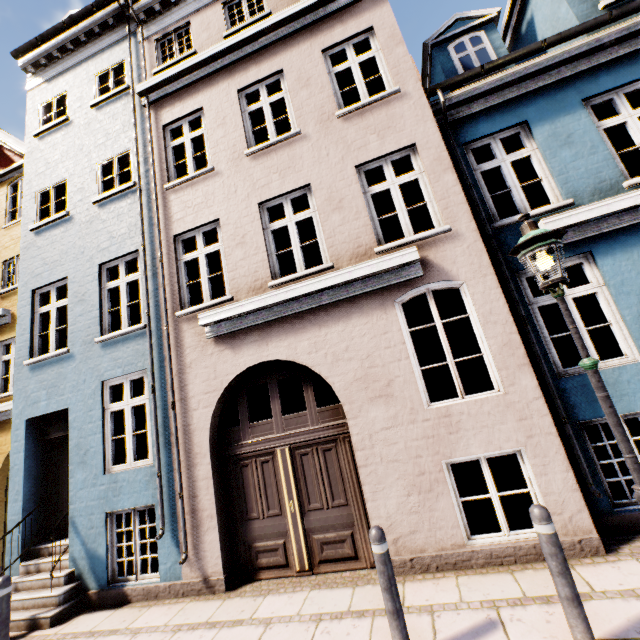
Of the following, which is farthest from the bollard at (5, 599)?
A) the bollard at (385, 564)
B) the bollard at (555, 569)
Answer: the bollard at (555, 569)

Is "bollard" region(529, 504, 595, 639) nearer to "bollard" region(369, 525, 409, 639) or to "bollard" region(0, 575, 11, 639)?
"bollard" region(369, 525, 409, 639)

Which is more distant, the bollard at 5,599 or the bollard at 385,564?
the bollard at 5,599

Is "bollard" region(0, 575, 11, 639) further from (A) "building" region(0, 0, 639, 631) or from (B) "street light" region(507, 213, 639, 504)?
(B) "street light" region(507, 213, 639, 504)

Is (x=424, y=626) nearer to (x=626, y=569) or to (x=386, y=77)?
(x=626, y=569)

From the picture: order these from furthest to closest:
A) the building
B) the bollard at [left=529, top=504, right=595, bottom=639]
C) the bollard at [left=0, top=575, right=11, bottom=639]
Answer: the building < the bollard at [left=0, top=575, right=11, bottom=639] < the bollard at [left=529, top=504, right=595, bottom=639]

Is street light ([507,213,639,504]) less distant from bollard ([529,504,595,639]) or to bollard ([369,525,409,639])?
bollard ([529,504,595,639])
